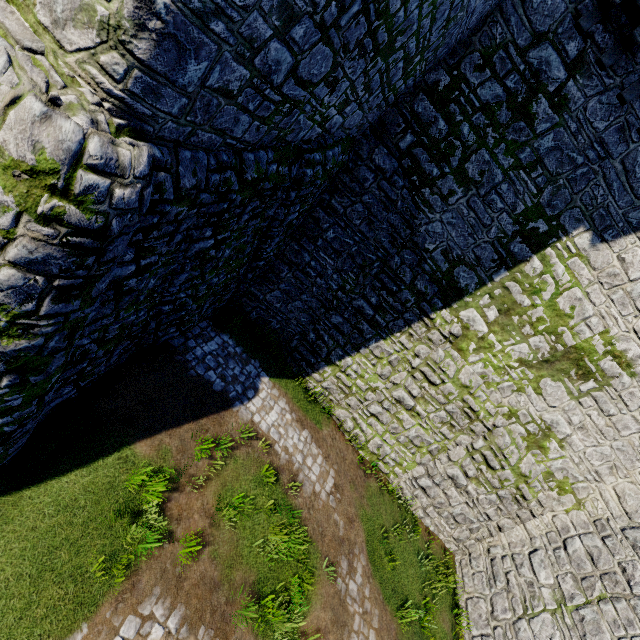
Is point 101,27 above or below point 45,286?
above
